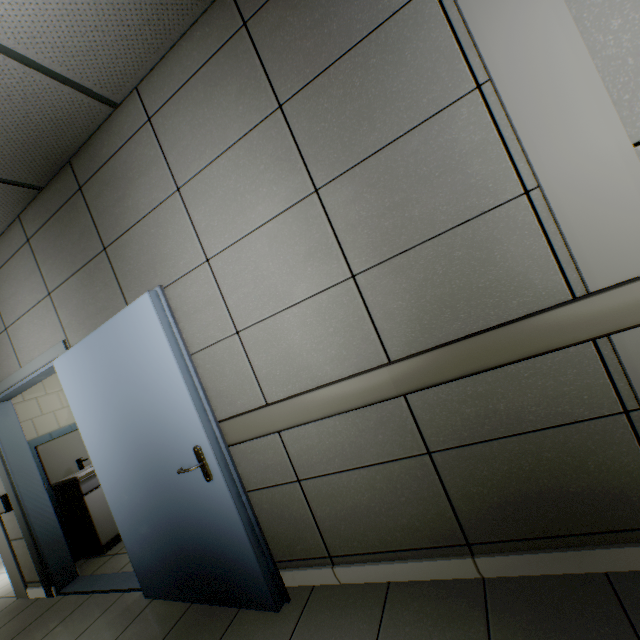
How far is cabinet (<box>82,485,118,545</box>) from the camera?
3.8m

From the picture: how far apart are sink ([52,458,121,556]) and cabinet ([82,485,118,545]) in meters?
0.0

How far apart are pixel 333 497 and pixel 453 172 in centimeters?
182cm

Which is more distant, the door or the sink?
the sink

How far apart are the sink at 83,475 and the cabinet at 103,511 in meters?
0.0 m

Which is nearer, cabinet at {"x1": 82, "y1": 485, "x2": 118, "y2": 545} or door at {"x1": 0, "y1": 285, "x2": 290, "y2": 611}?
door at {"x1": 0, "y1": 285, "x2": 290, "y2": 611}

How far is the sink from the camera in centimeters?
380cm

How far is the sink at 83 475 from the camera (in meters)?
3.80
